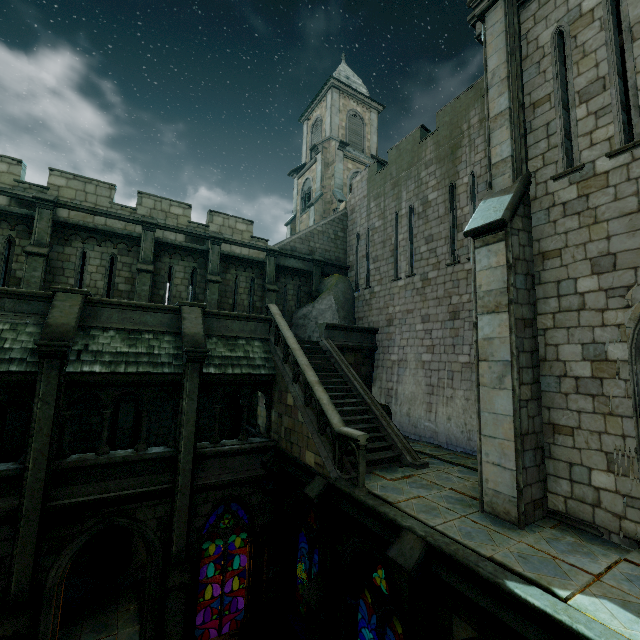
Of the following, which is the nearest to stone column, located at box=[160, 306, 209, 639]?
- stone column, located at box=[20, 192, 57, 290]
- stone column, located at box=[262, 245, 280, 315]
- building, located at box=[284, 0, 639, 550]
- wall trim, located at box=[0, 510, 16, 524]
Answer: wall trim, located at box=[0, 510, 16, 524]

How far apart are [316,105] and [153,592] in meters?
33.3

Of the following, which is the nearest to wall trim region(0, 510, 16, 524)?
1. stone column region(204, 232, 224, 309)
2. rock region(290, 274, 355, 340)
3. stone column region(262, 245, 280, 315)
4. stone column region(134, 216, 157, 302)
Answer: stone column region(134, 216, 157, 302)

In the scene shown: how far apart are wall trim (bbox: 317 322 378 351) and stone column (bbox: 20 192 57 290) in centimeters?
1053cm

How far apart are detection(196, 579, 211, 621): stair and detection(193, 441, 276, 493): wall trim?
6.22m

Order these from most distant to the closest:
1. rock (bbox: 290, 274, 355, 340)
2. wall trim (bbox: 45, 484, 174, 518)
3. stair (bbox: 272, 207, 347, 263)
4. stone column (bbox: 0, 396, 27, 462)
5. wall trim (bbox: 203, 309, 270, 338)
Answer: stair (bbox: 272, 207, 347, 263) → rock (bbox: 290, 274, 355, 340) → wall trim (bbox: 203, 309, 270, 338) → stone column (bbox: 0, 396, 27, 462) → wall trim (bbox: 45, 484, 174, 518)

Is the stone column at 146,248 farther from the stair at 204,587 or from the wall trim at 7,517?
the stair at 204,587

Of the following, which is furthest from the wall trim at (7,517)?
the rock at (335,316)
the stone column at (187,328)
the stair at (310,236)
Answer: the stair at (310,236)
